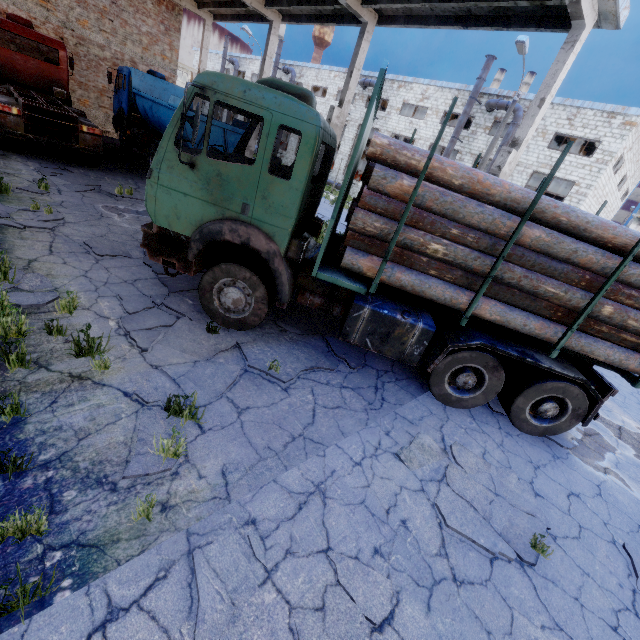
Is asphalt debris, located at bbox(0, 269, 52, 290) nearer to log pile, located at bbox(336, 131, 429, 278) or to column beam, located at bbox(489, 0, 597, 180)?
column beam, located at bbox(489, 0, 597, 180)

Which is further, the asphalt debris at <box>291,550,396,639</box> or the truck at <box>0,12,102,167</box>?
the truck at <box>0,12,102,167</box>

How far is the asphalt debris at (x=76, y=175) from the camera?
9.7 meters

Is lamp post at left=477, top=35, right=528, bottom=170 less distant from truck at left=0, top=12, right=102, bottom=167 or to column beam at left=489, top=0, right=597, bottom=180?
column beam at left=489, top=0, right=597, bottom=180

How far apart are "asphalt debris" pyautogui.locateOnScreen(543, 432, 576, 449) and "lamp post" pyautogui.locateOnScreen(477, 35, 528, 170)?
14.49m

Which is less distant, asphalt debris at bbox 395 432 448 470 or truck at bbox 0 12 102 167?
asphalt debris at bbox 395 432 448 470

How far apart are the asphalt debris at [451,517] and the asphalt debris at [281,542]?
1.1m

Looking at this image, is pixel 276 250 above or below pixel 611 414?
above
